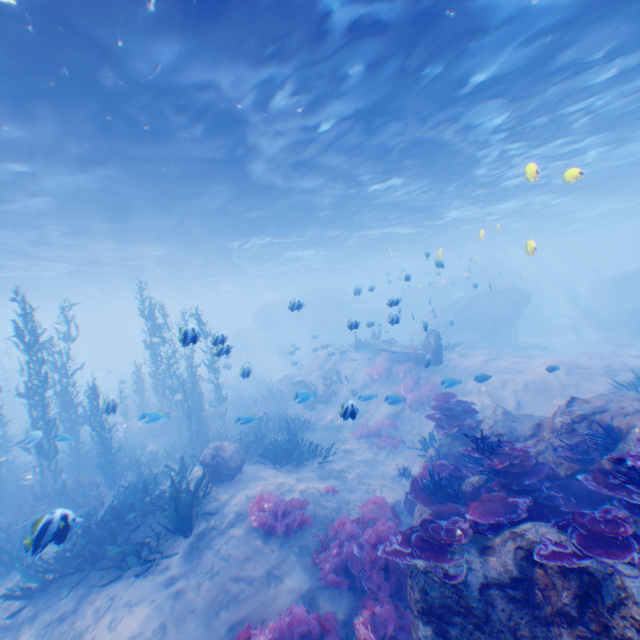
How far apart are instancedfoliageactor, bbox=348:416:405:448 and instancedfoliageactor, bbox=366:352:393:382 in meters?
Answer: 3.2 m

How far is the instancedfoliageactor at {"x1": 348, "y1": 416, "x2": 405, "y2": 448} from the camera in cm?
1346

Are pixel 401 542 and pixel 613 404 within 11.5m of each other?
yes

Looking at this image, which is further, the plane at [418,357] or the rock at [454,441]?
the plane at [418,357]

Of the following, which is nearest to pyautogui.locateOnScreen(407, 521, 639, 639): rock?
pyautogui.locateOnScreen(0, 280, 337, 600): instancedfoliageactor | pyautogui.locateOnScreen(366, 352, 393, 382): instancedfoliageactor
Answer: pyautogui.locateOnScreen(0, 280, 337, 600): instancedfoliageactor

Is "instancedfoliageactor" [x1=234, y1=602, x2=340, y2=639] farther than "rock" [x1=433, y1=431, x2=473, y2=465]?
No

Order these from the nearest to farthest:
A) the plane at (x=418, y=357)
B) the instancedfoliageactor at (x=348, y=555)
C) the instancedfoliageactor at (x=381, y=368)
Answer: the instancedfoliageactor at (x=348, y=555)
the plane at (x=418, y=357)
the instancedfoliageactor at (x=381, y=368)

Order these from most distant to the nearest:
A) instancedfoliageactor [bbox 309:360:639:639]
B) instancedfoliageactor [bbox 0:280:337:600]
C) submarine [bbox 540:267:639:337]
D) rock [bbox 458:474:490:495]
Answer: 1. submarine [bbox 540:267:639:337]
2. instancedfoliageactor [bbox 0:280:337:600]
3. rock [bbox 458:474:490:495]
4. instancedfoliageactor [bbox 309:360:639:639]
